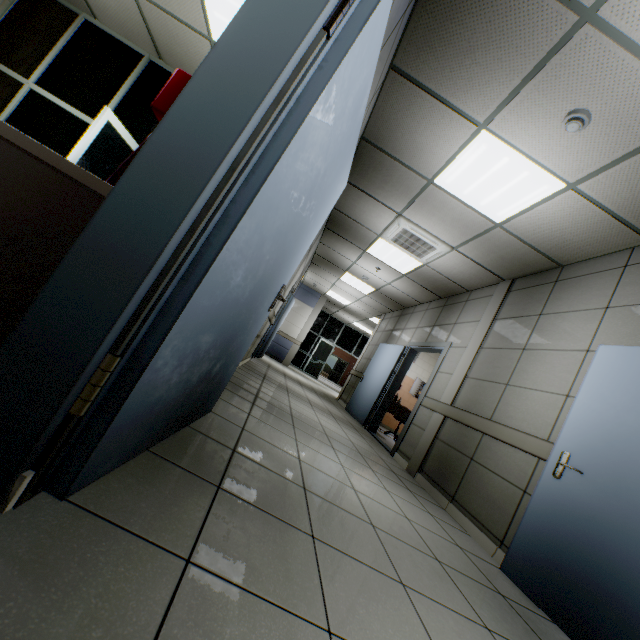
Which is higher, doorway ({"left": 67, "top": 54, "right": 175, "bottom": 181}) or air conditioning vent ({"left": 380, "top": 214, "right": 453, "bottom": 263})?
air conditioning vent ({"left": 380, "top": 214, "right": 453, "bottom": 263})

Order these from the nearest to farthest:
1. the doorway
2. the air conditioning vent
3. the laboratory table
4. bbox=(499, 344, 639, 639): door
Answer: bbox=(499, 344, 639, 639): door < the doorway < the air conditioning vent < the laboratory table

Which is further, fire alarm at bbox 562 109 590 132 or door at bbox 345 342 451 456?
door at bbox 345 342 451 456

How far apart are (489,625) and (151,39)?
6.6m

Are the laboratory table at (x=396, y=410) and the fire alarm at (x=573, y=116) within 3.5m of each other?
no

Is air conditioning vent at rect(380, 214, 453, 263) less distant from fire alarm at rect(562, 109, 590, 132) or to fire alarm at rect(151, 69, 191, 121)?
fire alarm at rect(562, 109, 590, 132)

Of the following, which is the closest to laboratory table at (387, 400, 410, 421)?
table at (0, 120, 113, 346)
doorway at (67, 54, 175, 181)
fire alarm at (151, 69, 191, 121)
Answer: doorway at (67, 54, 175, 181)

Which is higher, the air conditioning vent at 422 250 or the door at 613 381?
the air conditioning vent at 422 250
